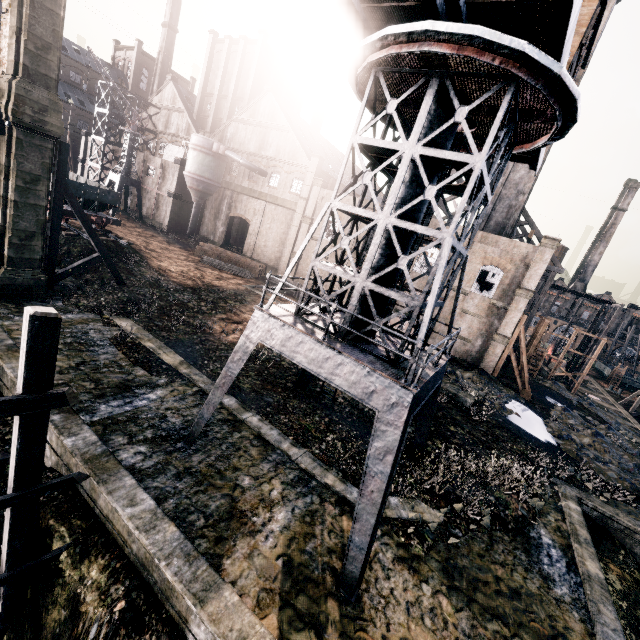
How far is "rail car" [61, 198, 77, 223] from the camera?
26.8 meters

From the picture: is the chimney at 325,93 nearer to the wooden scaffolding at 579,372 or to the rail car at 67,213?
the rail car at 67,213

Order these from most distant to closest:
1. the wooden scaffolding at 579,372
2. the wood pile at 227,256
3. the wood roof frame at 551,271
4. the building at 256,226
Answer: the building at 256,226 → the wooden scaffolding at 579,372 → the wood pile at 227,256 → the wood roof frame at 551,271

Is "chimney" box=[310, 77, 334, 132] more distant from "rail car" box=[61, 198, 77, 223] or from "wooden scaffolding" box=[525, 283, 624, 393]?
"wooden scaffolding" box=[525, 283, 624, 393]

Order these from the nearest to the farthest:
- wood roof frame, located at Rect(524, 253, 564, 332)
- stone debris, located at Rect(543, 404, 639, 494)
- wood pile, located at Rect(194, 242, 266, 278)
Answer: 1. stone debris, located at Rect(543, 404, 639, 494)
2. wood roof frame, located at Rect(524, 253, 564, 332)
3. wood pile, located at Rect(194, 242, 266, 278)

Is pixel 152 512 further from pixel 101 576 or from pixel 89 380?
pixel 89 380

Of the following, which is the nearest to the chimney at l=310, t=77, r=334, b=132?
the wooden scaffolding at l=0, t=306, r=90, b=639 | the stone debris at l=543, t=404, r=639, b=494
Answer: the stone debris at l=543, t=404, r=639, b=494

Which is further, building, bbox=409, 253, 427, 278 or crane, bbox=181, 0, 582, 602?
building, bbox=409, 253, 427, 278
